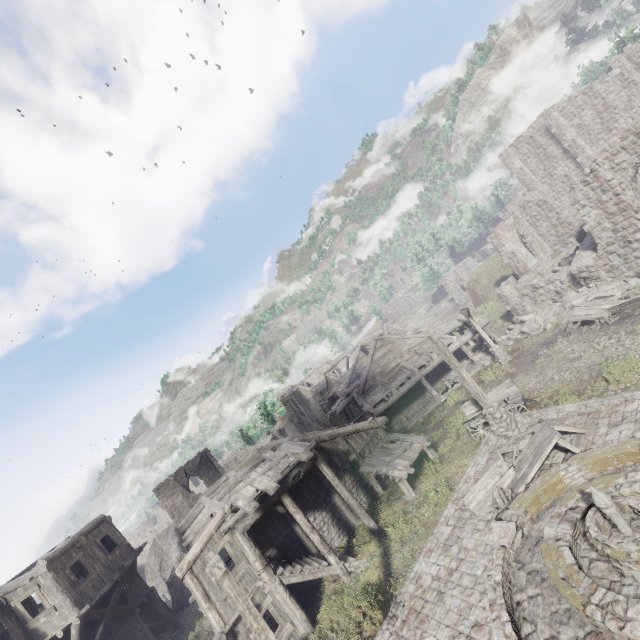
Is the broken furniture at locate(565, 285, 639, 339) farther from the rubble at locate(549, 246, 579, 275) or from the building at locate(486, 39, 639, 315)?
the rubble at locate(549, 246, 579, 275)

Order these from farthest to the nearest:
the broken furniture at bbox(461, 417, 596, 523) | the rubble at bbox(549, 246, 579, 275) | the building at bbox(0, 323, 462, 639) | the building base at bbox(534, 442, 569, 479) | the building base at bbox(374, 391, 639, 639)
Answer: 1. the rubble at bbox(549, 246, 579, 275)
2. the building at bbox(0, 323, 462, 639)
3. the building base at bbox(534, 442, 569, 479)
4. the broken furniture at bbox(461, 417, 596, 523)
5. the building base at bbox(374, 391, 639, 639)

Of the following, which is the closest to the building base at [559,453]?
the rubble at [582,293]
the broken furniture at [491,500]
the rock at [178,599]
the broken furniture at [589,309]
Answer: the broken furniture at [491,500]

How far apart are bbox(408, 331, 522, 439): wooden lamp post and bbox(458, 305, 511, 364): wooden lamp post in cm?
947

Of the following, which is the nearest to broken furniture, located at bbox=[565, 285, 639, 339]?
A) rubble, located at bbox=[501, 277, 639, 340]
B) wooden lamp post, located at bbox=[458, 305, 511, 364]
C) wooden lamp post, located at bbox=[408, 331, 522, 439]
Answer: rubble, located at bbox=[501, 277, 639, 340]

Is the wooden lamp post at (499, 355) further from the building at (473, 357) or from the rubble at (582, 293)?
the rubble at (582, 293)

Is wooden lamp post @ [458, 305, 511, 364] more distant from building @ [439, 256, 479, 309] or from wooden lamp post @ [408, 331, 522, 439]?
wooden lamp post @ [408, 331, 522, 439]

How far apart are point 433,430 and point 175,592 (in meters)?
22.94
